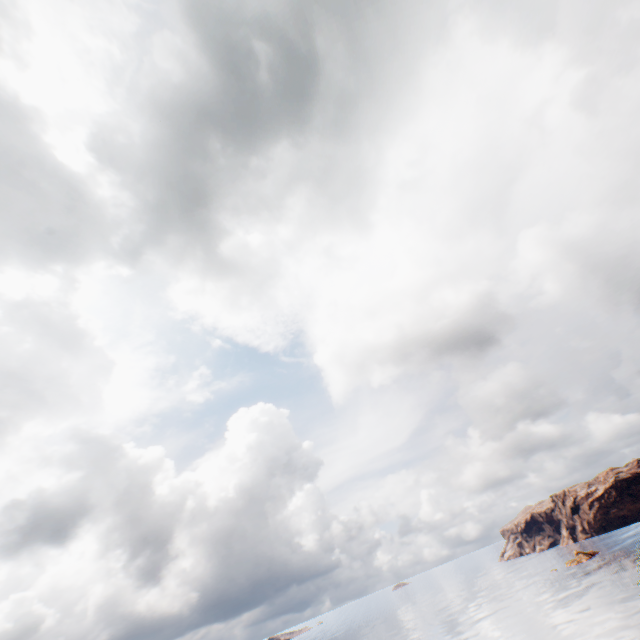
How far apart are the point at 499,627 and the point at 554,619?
11.5 meters
